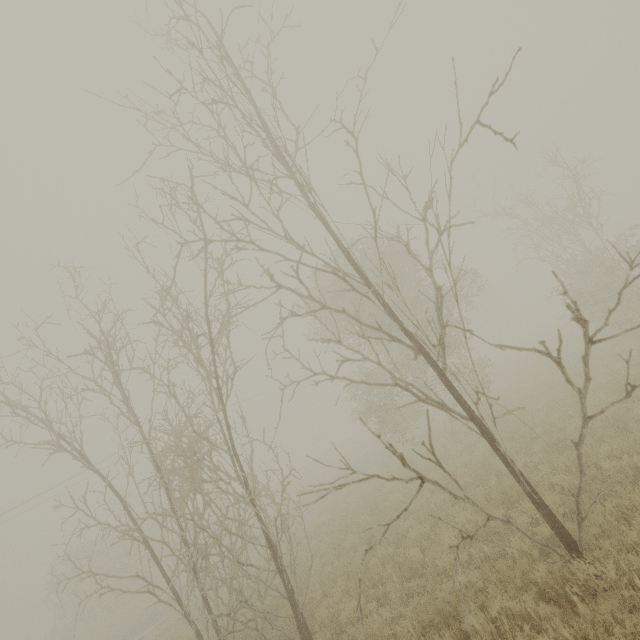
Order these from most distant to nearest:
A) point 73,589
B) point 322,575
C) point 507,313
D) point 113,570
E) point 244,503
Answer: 1. point 507,313
2. point 73,589
3. point 113,570
4. point 322,575
5. point 244,503
